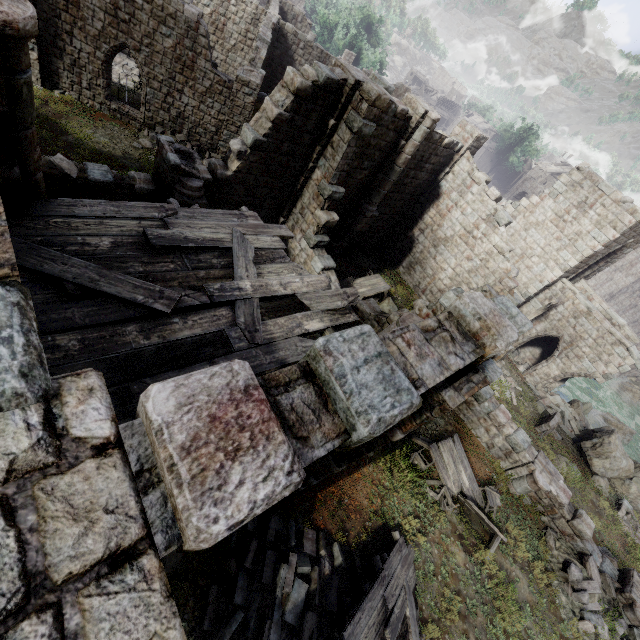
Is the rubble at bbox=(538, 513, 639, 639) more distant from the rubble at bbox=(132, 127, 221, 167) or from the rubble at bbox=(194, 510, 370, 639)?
the rubble at bbox=(132, 127, 221, 167)

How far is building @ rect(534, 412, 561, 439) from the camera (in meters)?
16.25

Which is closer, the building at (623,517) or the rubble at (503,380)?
the building at (623,517)

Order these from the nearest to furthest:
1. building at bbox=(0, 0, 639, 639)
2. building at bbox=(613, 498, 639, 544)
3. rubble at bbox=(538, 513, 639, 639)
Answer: building at bbox=(0, 0, 639, 639) < rubble at bbox=(538, 513, 639, 639) < building at bbox=(613, 498, 639, 544)

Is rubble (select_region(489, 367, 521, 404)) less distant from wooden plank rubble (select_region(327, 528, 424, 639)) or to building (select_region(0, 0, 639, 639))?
building (select_region(0, 0, 639, 639))

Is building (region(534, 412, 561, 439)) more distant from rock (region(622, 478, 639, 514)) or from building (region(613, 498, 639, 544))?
rock (region(622, 478, 639, 514))

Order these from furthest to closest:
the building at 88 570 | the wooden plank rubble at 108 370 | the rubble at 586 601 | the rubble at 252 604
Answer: the rubble at 586 601, the rubble at 252 604, the wooden plank rubble at 108 370, the building at 88 570

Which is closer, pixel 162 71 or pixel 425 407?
pixel 425 407
